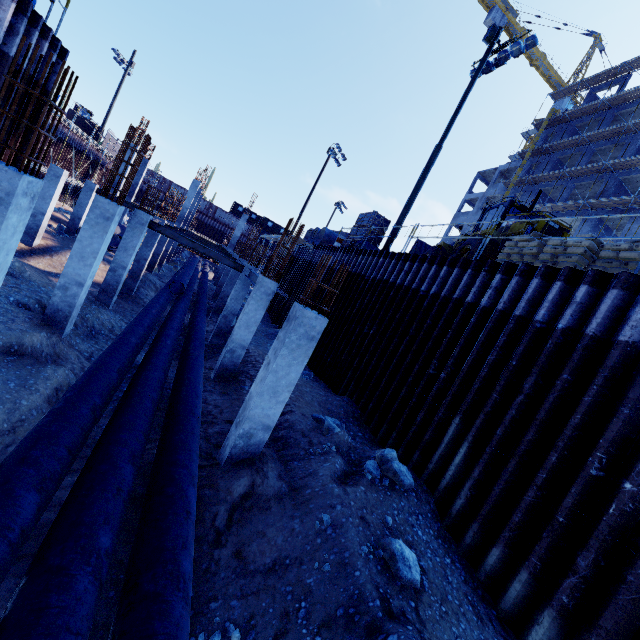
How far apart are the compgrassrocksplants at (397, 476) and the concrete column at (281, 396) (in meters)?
2.21

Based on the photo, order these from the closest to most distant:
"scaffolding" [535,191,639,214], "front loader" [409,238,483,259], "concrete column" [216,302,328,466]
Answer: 1. "concrete column" [216,302,328,466]
2. "front loader" [409,238,483,259]
3. "scaffolding" [535,191,639,214]

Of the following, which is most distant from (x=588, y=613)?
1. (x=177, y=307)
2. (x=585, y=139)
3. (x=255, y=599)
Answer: (x=585, y=139)

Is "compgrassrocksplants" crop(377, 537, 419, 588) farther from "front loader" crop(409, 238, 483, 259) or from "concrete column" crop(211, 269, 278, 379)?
"front loader" crop(409, 238, 483, 259)

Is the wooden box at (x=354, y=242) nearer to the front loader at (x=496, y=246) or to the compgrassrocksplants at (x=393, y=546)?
the front loader at (x=496, y=246)

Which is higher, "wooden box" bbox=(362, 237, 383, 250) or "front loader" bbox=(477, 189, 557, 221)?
"front loader" bbox=(477, 189, 557, 221)

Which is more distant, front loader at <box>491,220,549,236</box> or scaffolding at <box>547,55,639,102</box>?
scaffolding at <box>547,55,639,102</box>
